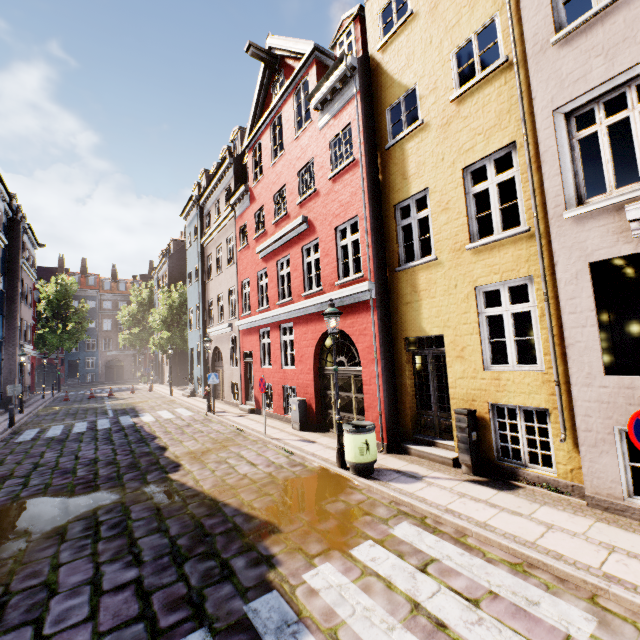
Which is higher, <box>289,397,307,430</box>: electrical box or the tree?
the tree

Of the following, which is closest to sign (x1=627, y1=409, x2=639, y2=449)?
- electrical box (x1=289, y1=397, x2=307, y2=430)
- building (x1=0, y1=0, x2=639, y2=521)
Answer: building (x1=0, y1=0, x2=639, y2=521)

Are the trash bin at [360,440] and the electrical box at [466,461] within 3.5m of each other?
yes

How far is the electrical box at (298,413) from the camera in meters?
11.0

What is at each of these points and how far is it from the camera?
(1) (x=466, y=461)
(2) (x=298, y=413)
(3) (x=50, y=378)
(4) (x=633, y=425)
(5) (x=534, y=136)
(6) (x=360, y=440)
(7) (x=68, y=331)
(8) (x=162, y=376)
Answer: (1) electrical box, 6.5 meters
(2) electrical box, 11.0 meters
(3) building, 44.8 meters
(4) sign, 3.2 meters
(5) building, 5.9 meters
(6) trash bin, 6.7 meters
(7) tree, 37.2 meters
(8) building, 37.1 meters

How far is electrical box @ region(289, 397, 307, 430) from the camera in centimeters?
1095cm

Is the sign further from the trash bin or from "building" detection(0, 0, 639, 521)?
the trash bin

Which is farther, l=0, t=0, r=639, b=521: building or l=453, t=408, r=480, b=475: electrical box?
l=453, t=408, r=480, b=475: electrical box
